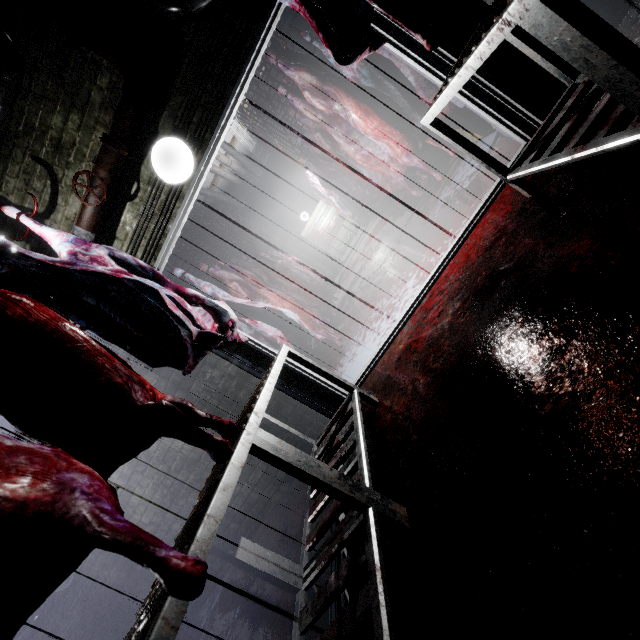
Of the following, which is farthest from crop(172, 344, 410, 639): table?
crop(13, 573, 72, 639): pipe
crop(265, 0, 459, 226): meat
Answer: crop(13, 573, 72, 639): pipe

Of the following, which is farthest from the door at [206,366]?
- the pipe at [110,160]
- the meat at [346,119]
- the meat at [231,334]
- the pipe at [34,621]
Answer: the pipe at [34,621]

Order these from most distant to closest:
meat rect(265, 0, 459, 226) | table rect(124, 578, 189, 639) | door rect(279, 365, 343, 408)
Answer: door rect(279, 365, 343, 408), meat rect(265, 0, 459, 226), table rect(124, 578, 189, 639)

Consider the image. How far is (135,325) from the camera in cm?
171

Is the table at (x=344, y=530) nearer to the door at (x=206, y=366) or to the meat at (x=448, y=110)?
the door at (x=206, y=366)

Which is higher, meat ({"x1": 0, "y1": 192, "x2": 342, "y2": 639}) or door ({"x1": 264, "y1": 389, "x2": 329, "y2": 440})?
meat ({"x1": 0, "y1": 192, "x2": 342, "y2": 639})

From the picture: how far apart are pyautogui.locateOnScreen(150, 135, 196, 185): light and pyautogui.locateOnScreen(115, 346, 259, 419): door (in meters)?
0.49

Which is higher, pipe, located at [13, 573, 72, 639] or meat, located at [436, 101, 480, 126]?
pipe, located at [13, 573, 72, 639]
